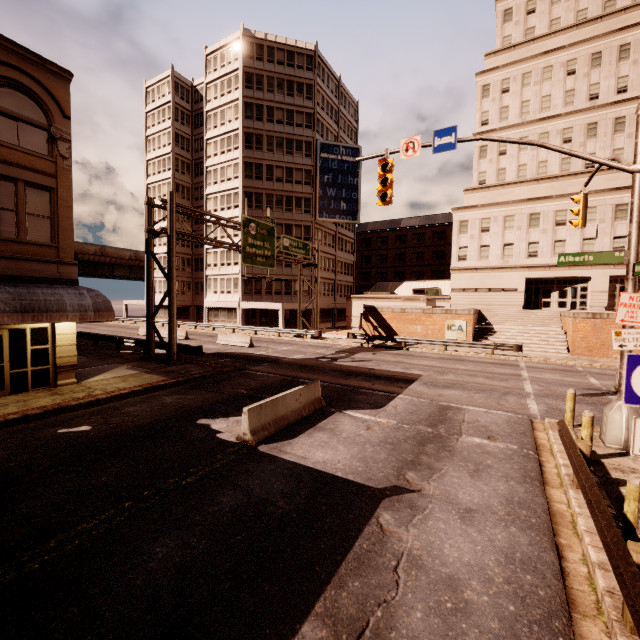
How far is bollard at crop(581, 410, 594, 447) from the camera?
8.01m

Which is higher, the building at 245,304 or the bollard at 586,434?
the building at 245,304

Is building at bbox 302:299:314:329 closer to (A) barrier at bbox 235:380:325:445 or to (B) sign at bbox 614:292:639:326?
(A) barrier at bbox 235:380:325:445

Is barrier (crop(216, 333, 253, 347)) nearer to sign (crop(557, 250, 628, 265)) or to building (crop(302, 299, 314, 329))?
building (crop(302, 299, 314, 329))

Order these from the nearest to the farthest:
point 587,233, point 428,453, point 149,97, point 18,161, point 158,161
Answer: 1. point 428,453
2. point 18,161
3. point 587,233
4. point 158,161
5. point 149,97

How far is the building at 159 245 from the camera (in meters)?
50.19

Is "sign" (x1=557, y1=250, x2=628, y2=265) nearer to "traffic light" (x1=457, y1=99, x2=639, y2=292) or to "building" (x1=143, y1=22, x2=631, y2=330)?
"traffic light" (x1=457, y1=99, x2=639, y2=292)

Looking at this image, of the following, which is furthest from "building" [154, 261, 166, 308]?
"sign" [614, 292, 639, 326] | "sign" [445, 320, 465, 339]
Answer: "sign" [614, 292, 639, 326]
